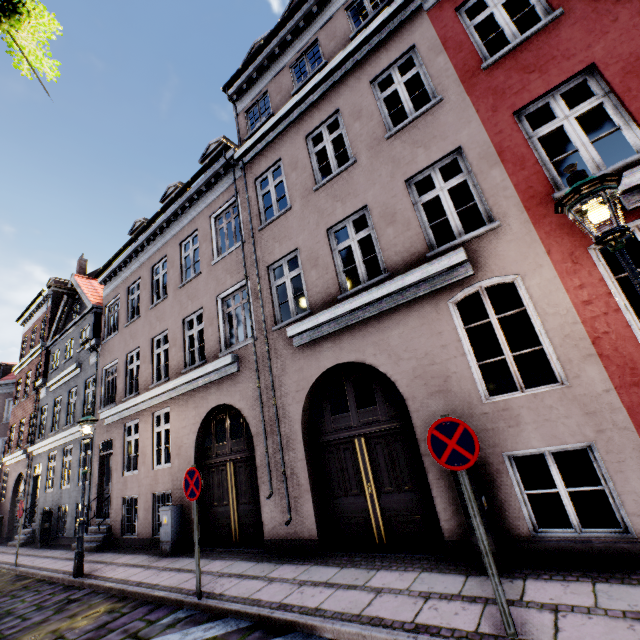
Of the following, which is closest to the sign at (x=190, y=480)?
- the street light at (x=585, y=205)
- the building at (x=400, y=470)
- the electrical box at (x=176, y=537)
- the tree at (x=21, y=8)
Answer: the building at (x=400, y=470)

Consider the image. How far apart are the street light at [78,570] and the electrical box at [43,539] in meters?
8.6 m

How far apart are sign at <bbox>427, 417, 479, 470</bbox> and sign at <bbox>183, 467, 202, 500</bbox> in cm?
400

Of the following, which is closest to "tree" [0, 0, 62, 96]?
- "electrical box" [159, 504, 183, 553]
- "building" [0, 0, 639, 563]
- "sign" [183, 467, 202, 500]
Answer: "building" [0, 0, 639, 563]

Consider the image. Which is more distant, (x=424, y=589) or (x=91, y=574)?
(x=91, y=574)

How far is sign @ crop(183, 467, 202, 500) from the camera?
5.5m

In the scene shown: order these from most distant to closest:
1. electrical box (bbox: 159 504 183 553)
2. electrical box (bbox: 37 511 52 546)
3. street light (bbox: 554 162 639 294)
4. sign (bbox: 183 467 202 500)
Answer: electrical box (bbox: 37 511 52 546) → electrical box (bbox: 159 504 183 553) → sign (bbox: 183 467 202 500) → street light (bbox: 554 162 639 294)

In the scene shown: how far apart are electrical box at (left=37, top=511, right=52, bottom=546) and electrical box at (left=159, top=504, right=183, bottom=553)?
9.5 meters
